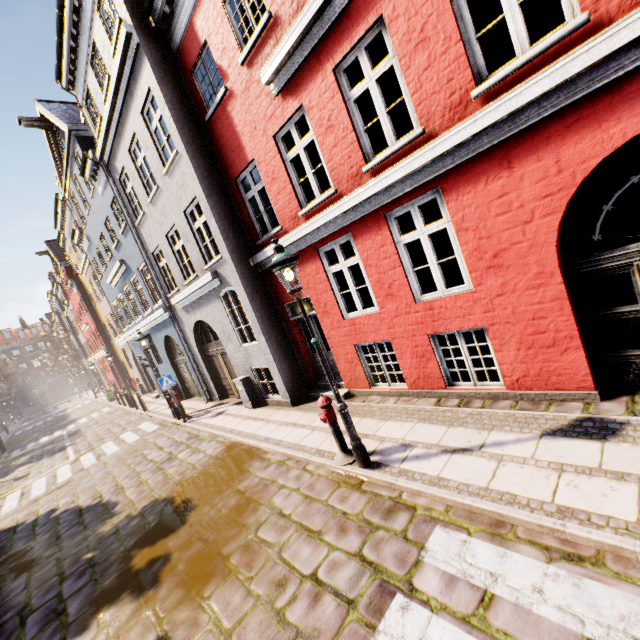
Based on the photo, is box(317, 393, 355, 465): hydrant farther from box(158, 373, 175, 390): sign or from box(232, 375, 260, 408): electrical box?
box(158, 373, 175, 390): sign

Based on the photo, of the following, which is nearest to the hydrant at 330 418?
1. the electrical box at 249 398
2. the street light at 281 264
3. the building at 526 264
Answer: the street light at 281 264

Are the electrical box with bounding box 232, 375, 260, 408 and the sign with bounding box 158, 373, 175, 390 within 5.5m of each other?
yes

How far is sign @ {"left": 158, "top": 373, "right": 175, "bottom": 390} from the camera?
11.6m

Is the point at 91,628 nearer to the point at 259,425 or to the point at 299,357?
the point at 259,425

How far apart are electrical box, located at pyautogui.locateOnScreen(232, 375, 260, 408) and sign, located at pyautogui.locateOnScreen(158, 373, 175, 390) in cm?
275

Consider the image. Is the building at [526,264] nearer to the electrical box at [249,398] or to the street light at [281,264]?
the electrical box at [249,398]

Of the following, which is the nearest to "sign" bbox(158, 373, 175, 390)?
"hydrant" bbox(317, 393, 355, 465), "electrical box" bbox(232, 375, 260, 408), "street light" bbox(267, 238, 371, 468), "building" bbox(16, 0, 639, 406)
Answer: "building" bbox(16, 0, 639, 406)
